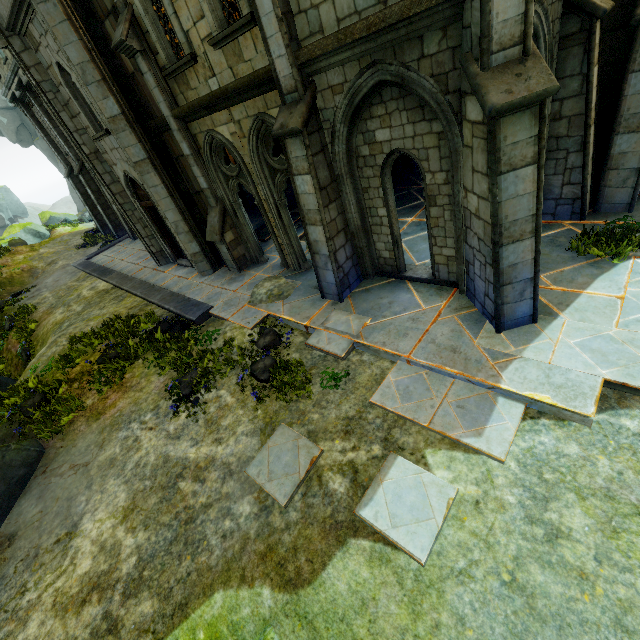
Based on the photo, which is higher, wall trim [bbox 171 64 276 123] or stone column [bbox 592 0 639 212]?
wall trim [bbox 171 64 276 123]

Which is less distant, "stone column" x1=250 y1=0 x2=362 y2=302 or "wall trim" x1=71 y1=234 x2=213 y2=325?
"stone column" x1=250 y1=0 x2=362 y2=302

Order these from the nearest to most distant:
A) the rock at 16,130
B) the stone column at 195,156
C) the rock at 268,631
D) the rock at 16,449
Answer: the rock at 268,631 < the rock at 16,449 < the stone column at 195,156 < the rock at 16,130

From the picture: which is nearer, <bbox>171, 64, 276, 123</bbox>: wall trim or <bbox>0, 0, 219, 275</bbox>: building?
<bbox>171, 64, 276, 123</bbox>: wall trim

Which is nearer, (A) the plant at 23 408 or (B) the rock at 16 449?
(B) the rock at 16 449

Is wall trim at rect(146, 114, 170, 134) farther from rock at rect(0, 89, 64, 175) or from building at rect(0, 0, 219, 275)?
rock at rect(0, 89, 64, 175)

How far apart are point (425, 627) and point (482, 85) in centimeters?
632cm

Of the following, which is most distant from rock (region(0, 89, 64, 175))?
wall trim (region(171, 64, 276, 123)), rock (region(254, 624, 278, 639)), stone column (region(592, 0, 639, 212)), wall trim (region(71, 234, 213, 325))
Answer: stone column (region(592, 0, 639, 212))
